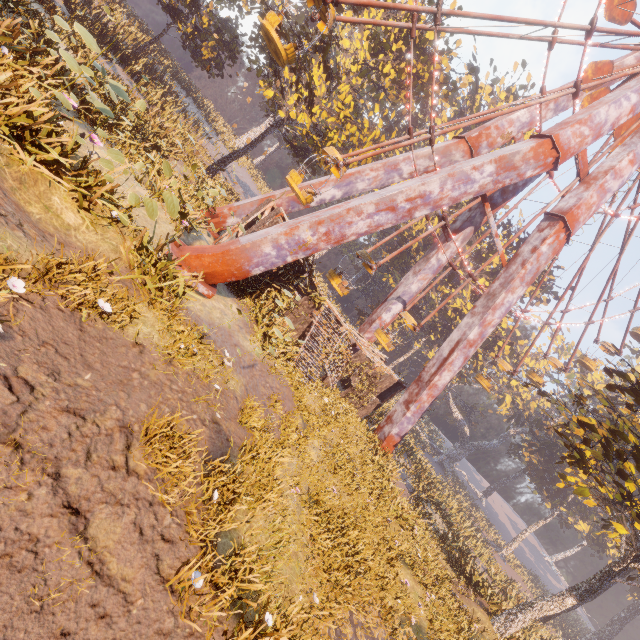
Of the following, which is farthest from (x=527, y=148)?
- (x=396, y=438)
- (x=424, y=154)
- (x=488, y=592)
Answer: (x=488, y=592)

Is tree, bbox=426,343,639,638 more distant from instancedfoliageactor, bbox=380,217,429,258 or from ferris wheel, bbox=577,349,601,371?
instancedfoliageactor, bbox=380,217,429,258

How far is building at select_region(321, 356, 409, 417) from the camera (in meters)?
17.25

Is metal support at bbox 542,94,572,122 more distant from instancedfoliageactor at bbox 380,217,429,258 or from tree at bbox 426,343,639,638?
tree at bbox 426,343,639,638

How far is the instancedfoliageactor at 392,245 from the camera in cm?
4254

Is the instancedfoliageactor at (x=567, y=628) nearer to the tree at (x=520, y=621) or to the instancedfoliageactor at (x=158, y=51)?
the tree at (x=520, y=621)

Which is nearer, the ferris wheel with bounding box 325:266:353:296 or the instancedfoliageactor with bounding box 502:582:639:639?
the ferris wheel with bounding box 325:266:353:296

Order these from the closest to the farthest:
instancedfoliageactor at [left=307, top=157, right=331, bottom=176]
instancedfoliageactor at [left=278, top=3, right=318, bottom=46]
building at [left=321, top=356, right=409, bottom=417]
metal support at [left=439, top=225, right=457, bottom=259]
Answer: building at [left=321, top=356, right=409, bottom=417]
instancedfoliageactor at [left=278, top=3, right=318, bottom=46]
metal support at [left=439, top=225, right=457, bottom=259]
instancedfoliageactor at [left=307, top=157, right=331, bottom=176]
